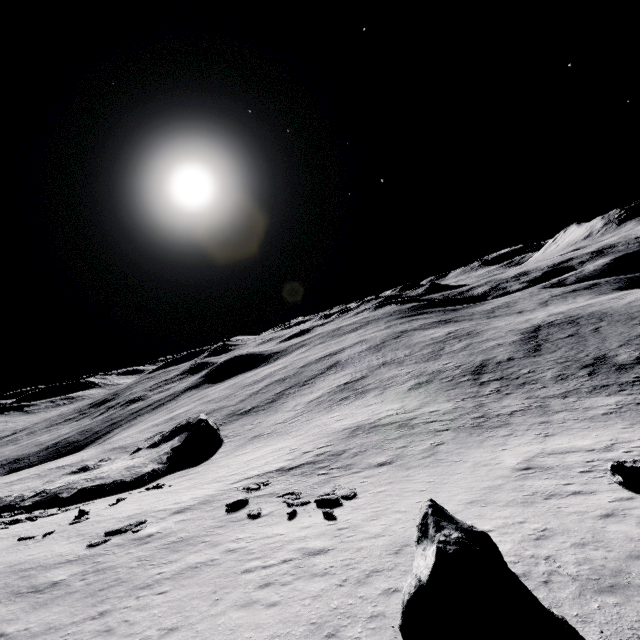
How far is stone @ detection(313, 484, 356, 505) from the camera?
15.9 meters

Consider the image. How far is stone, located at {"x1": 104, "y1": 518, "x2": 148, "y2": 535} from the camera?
17.3m

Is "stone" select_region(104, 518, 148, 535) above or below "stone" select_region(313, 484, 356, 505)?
above

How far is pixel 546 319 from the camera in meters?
54.6 m

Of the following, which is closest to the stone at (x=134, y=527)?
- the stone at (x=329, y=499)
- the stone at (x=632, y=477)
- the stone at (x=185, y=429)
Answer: the stone at (x=329, y=499)

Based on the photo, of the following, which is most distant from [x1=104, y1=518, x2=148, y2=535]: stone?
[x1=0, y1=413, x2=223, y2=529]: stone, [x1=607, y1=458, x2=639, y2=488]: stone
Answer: [x1=607, y1=458, x2=639, y2=488]: stone

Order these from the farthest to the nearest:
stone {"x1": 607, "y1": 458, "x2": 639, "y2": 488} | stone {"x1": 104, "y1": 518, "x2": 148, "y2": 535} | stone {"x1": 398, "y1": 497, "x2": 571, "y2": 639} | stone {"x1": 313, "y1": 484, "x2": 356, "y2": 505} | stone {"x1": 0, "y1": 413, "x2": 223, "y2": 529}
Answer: stone {"x1": 0, "y1": 413, "x2": 223, "y2": 529}
stone {"x1": 104, "y1": 518, "x2": 148, "y2": 535}
stone {"x1": 313, "y1": 484, "x2": 356, "y2": 505}
stone {"x1": 607, "y1": 458, "x2": 639, "y2": 488}
stone {"x1": 398, "y1": 497, "x2": 571, "y2": 639}

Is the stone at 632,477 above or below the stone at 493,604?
below
